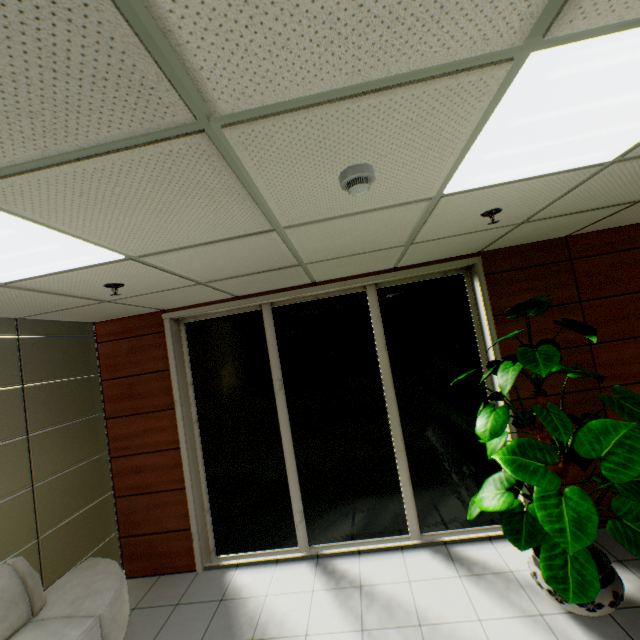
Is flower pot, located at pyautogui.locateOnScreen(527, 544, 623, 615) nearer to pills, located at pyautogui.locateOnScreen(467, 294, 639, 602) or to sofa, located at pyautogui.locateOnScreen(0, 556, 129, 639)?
pills, located at pyautogui.locateOnScreen(467, 294, 639, 602)

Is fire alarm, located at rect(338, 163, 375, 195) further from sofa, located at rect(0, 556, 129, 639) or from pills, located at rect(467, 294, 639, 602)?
sofa, located at rect(0, 556, 129, 639)

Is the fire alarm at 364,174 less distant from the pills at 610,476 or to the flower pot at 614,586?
the pills at 610,476

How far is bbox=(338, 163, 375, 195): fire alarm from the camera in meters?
1.4

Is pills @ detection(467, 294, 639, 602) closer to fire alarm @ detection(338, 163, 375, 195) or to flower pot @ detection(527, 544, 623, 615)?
flower pot @ detection(527, 544, 623, 615)

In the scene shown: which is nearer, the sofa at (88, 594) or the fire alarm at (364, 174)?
the fire alarm at (364, 174)

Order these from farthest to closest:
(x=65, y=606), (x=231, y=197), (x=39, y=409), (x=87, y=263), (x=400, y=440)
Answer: (x=400, y=440)
(x=39, y=409)
(x=65, y=606)
(x=87, y=263)
(x=231, y=197)

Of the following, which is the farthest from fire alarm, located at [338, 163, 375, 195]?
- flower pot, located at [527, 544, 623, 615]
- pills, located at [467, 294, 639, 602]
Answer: flower pot, located at [527, 544, 623, 615]
